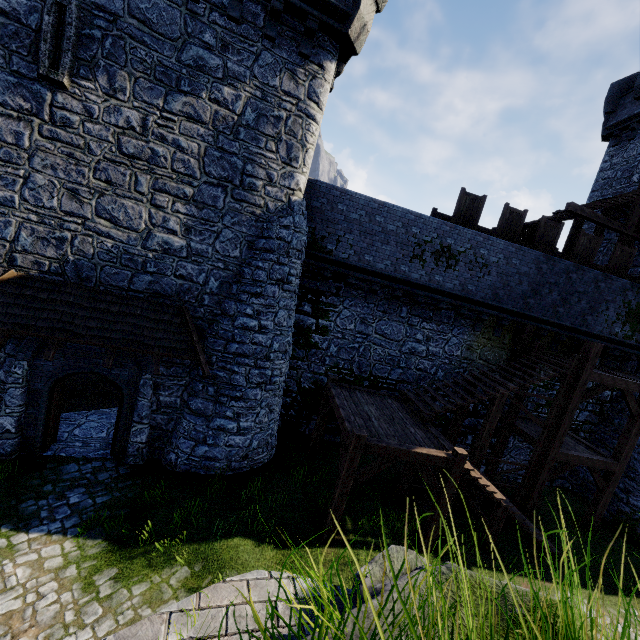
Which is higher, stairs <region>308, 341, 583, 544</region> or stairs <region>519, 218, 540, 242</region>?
stairs <region>519, 218, 540, 242</region>

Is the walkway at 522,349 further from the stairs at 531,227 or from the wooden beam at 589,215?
the wooden beam at 589,215

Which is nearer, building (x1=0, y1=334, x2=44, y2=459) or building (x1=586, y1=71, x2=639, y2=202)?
building (x1=0, y1=334, x2=44, y2=459)

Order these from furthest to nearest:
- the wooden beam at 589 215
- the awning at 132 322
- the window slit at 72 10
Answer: the wooden beam at 589 215 → the awning at 132 322 → the window slit at 72 10

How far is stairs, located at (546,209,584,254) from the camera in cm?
1478

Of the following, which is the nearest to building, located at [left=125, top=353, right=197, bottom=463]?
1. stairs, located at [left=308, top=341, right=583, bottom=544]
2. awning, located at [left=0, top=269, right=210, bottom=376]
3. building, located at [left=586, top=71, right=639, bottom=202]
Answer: awning, located at [left=0, top=269, right=210, bottom=376]

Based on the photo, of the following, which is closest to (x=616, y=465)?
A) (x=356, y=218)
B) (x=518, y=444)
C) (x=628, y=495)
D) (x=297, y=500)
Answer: (x=628, y=495)

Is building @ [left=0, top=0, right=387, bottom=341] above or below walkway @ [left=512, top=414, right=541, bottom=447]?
above
